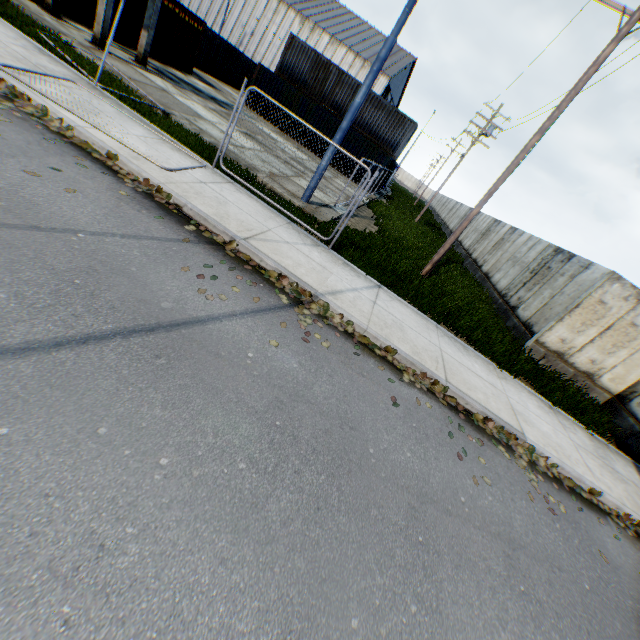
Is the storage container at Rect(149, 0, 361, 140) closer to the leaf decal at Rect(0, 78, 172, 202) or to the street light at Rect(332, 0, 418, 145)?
the street light at Rect(332, 0, 418, 145)

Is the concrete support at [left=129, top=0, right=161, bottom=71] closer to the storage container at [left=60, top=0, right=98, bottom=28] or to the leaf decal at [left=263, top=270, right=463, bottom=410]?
the storage container at [left=60, top=0, right=98, bottom=28]

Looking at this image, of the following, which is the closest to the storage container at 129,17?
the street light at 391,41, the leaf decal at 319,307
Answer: the street light at 391,41

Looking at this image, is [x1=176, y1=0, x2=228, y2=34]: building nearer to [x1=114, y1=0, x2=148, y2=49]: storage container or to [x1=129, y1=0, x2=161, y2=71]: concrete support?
[x1=114, y1=0, x2=148, y2=49]: storage container

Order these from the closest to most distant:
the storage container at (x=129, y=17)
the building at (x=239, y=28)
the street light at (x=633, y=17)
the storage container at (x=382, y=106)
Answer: the street light at (x=633, y=17), the storage container at (x=129, y=17), the storage container at (x=382, y=106), the building at (x=239, y=28)

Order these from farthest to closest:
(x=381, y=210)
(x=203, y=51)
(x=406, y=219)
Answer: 1. (x=203, y=51)
2. (x=406, y=219)
3. (x=381, y=210)

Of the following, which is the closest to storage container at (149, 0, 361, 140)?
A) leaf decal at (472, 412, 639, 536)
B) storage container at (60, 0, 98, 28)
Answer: storage container at (60, 0, 98, 28)
